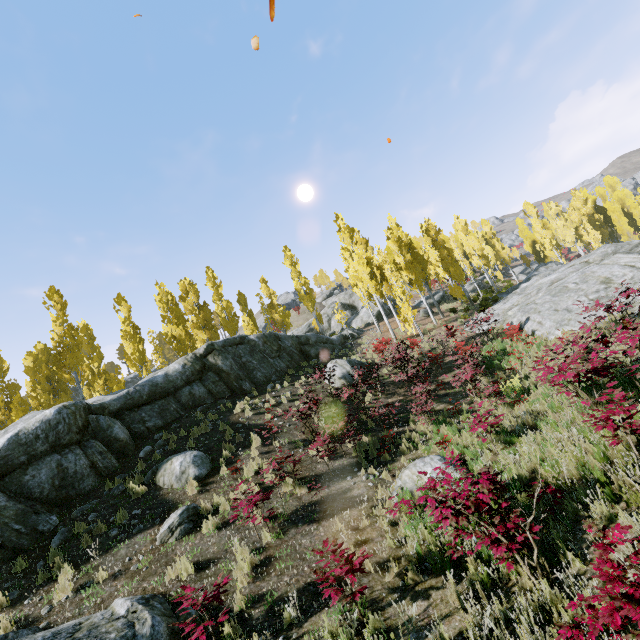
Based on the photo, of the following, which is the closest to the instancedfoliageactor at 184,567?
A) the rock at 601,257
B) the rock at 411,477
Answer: the rock at 601,257

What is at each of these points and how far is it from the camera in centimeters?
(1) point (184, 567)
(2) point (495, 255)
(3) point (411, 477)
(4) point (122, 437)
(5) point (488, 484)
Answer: (1) instancedfoliageactor, 680cm
(2) instancedfoliageactor, 4538cm
(3) rock, 810cm
(4) rock, 1220cm
(5) instancedfoliageactor, 479cm

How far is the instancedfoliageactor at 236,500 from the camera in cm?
735

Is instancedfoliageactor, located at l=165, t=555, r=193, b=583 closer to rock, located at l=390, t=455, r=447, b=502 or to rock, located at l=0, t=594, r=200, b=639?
rock, located at l=0, t=594, r=200, b=639

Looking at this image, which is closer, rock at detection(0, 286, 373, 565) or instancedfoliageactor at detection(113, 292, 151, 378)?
rock at detection(0, 286, 373, 565)

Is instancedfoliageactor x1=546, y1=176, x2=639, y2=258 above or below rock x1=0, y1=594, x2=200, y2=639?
above

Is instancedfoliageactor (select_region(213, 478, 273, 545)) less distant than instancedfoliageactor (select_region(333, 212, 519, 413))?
Yes
